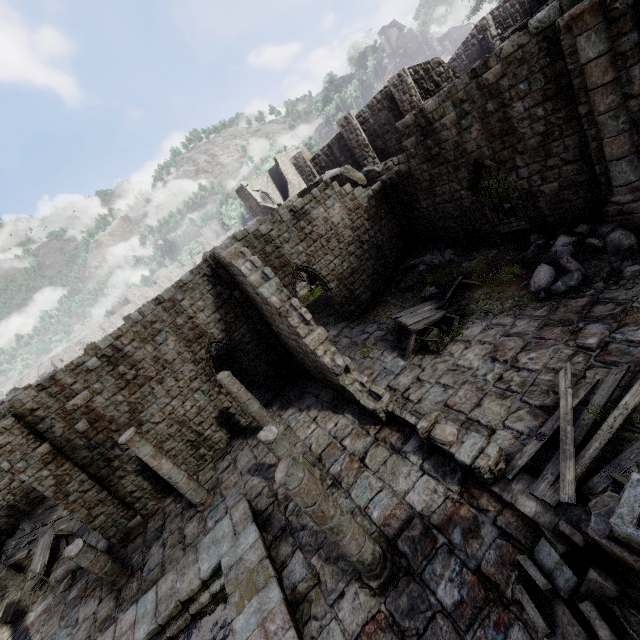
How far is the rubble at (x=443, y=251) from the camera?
14.8 meters

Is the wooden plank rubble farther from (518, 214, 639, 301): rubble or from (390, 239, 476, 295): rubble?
(518, 214, 639, 301): rubble

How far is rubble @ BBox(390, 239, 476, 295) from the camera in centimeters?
1476cm

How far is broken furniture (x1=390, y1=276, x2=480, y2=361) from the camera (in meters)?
11.32

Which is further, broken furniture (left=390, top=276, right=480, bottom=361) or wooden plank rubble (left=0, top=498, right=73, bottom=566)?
wooden plank rubble (left=0, top=498, right=73, bottom=566)

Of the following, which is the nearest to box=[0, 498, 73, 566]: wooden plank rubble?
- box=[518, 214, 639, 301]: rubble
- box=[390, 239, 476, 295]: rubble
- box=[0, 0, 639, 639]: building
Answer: box=[0, 0, 639, 639]: building

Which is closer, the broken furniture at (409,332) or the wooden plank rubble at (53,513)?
the broken furniture at (409,332)

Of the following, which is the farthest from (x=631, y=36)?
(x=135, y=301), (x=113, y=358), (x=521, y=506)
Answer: (x=135, y=301)
